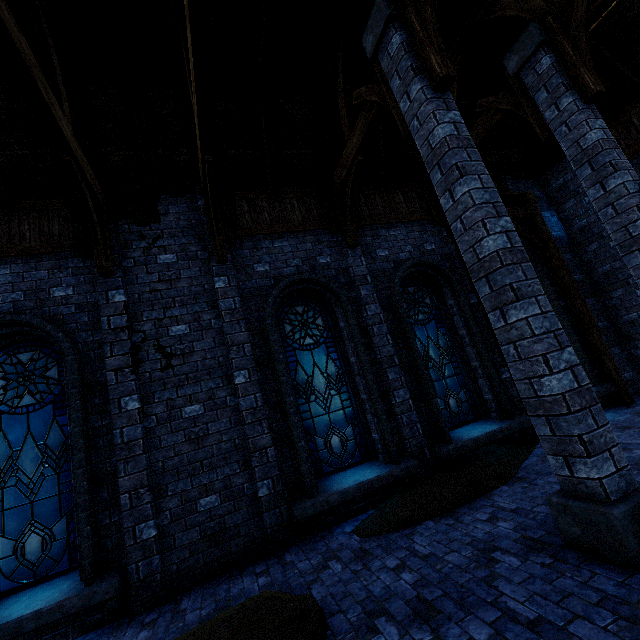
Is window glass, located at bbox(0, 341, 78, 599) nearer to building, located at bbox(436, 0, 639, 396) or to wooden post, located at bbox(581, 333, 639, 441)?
building, located at bbox(436, 0, 639, 396)

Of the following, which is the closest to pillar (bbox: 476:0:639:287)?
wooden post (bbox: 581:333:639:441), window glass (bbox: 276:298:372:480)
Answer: wooden post (bbox: 581:333:639:441)

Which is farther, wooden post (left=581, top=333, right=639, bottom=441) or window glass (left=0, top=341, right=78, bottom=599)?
wooden post (left=581, top=333, right=639, bottom=441)

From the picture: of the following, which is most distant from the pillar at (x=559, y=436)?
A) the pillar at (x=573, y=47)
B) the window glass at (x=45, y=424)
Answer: the window glass at (x=45, y=424)

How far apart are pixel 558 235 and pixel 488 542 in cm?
972

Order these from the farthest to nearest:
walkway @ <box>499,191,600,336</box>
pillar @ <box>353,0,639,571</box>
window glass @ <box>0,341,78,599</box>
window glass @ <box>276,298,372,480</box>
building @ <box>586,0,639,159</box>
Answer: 1. walkway @ <box>499,191,600,336</box>
2. building @ <box>586,0,639,159</box>
3. window glass @ <box>276,298,372,480</box>
4. window glass @ <box>0,341,78,599</box>
5. pillar @ <box>353,0,639,571</box>

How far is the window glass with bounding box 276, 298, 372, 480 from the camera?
6.4 meters

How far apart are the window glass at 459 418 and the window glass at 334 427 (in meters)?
1.51
